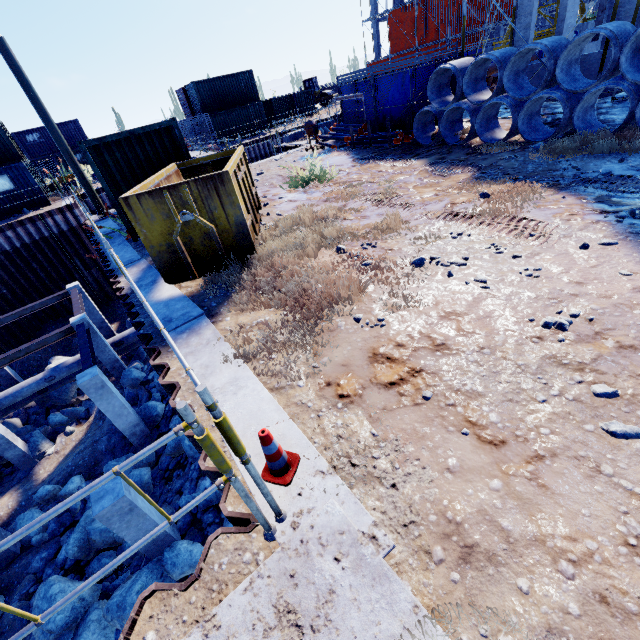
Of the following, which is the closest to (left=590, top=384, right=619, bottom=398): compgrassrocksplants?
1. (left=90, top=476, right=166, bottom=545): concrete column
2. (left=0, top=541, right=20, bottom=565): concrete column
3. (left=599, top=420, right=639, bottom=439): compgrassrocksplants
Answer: (left=599, top=420, right=639, bottom=439): compgrassrocksplants

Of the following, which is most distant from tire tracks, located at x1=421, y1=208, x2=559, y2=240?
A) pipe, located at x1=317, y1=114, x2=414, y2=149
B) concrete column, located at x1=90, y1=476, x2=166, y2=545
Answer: concrete column, located at x1=90, y1=476, x2=166, y2=545

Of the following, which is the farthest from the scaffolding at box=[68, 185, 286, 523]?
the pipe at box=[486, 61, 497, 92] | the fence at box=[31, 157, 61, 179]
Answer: the fence at box=[31, 157, 61, 179]

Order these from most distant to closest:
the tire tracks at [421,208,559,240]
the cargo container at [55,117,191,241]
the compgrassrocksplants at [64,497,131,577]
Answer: the compgrassrocksplants at [64,497,131,577]
the cargo container at [55,117,191,241]
the tire tracks at [421,208,559,240]

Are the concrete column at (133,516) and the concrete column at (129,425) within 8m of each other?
yes

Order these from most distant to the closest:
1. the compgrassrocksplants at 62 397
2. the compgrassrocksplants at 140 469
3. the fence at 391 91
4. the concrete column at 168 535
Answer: the compgrassrocksplants at 62 397 → the fence at 391 91 → the compgrassrocksplants at 140 469 → the concrete column at 168 535

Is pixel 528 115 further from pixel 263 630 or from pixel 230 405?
pixel 263 630

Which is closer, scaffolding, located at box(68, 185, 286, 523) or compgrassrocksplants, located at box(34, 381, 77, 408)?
scaffolding, located at box(68, 185, 286, 523)
